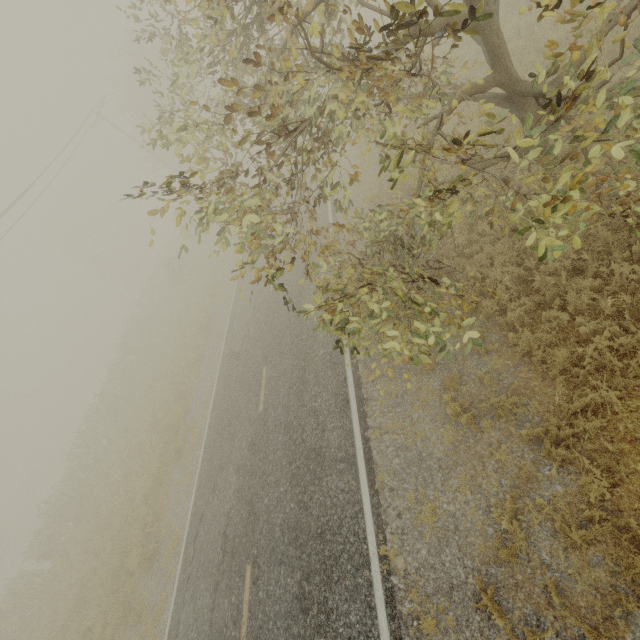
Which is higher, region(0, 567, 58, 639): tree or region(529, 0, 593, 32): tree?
region(529, 0, 593, 32): tree

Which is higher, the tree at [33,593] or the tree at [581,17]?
the tree at [581,17]

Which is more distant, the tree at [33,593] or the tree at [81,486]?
the tree at [33,593]

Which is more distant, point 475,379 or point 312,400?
point 312,400

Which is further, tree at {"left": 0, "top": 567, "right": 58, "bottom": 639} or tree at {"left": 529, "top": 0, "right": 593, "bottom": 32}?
tree at {"left": 0, "top": 567, "right": 58, "bottom": 639}
